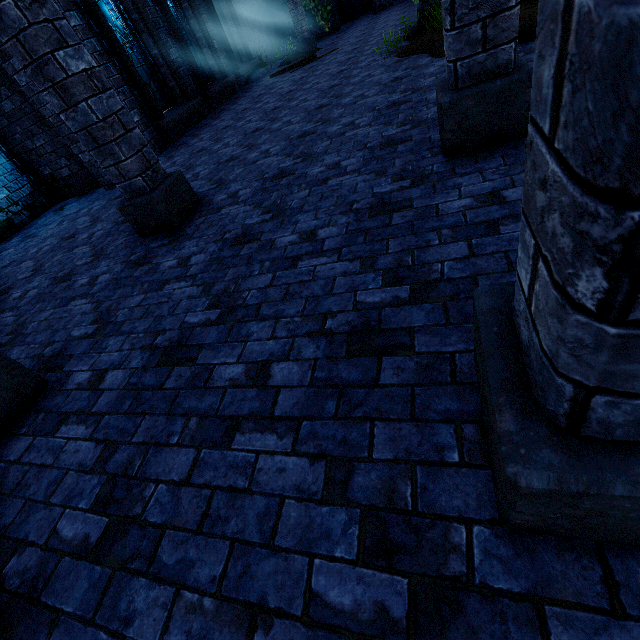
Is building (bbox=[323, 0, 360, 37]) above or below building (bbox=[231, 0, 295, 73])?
below

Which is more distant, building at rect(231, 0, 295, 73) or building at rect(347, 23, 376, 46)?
building at rect(231, 0, 295, 73)

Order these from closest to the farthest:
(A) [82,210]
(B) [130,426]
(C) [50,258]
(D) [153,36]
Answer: (B) [130,426]
(C) [50,258]
(A) [82,210]
(D) [153,36]

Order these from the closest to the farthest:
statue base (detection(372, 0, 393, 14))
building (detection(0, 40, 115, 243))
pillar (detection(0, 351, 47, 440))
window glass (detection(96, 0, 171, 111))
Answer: pillar (detection(0, 351, 47, 440)) < building (detection(0, 40, 115, 243)) < window glass (detection(96, 0, 171, 111)) < statue base (detection(372, 0, 393, 14))

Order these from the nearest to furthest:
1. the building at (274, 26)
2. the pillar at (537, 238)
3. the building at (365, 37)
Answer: the pillar at (537, 238) → the building at (365, 37) → the building at (274, 26)

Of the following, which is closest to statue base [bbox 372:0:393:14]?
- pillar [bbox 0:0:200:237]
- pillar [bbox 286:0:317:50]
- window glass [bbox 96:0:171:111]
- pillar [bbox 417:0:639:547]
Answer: pillar [bbox 286:0:317:50]

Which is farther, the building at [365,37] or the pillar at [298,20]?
the pillar at [298,20]
